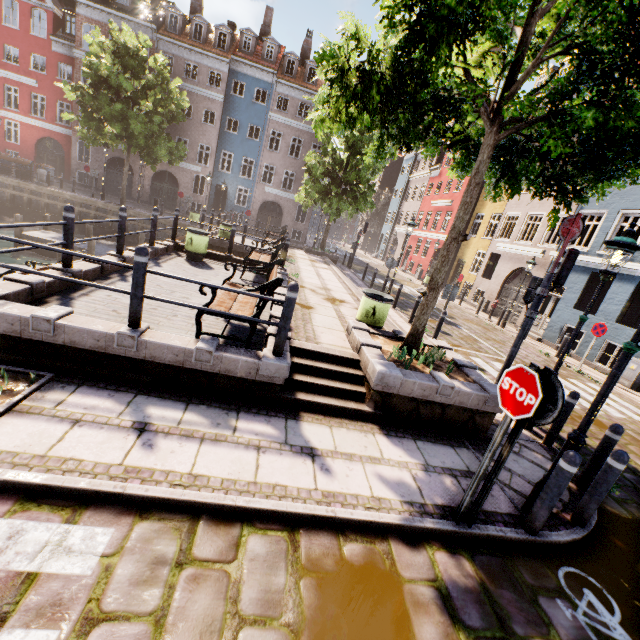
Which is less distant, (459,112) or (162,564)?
(162,564)

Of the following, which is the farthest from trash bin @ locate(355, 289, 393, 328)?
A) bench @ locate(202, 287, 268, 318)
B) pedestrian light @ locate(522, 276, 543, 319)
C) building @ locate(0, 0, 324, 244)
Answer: building @ locate(0, 0, 324, 244)

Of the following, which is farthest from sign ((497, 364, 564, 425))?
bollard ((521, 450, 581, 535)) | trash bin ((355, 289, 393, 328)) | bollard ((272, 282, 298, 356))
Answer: trash bin ((355, 289, 393, 328))

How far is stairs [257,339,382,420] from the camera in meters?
4.9

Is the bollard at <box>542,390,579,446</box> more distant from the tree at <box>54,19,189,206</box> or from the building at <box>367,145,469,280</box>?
the building at <box>367,145,469,280</box>

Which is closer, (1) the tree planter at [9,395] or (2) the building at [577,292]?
(1) the tree planter at [9,395]

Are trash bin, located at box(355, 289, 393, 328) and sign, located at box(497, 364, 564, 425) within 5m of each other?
yes

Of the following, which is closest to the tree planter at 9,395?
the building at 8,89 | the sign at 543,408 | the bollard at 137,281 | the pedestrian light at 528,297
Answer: the bollard at 137,281
